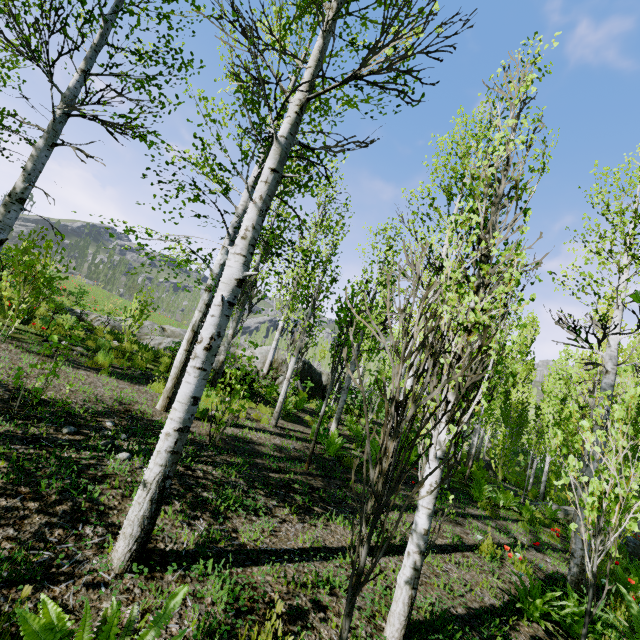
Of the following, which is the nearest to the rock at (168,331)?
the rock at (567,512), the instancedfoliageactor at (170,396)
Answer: the instancedfoliageactor at (170,396)

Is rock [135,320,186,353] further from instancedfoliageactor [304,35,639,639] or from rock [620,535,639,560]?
rock [620,535,639,560]

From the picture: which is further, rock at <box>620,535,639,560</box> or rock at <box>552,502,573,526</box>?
rock at <box>552,502,573,526</box>

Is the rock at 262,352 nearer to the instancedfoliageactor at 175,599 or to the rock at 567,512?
the instancedfoliageactor at 175,599

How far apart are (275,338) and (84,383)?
9.06m

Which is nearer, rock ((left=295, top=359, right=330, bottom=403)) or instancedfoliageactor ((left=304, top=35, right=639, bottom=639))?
instancedfoliageactor ((left=304, top=35, right=639, bottom=639))

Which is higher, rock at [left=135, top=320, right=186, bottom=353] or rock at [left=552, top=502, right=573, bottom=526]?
rock at [left=135, top=320, right=186, bottom=353]
